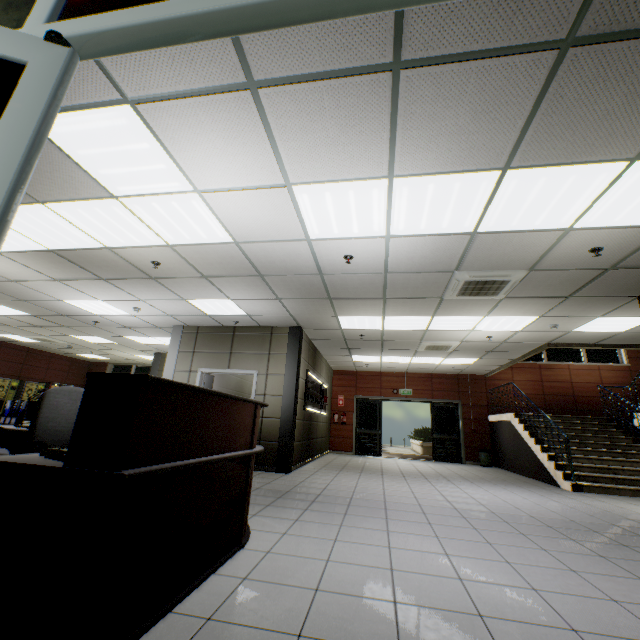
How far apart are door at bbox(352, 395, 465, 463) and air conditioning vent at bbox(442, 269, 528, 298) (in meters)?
8.02

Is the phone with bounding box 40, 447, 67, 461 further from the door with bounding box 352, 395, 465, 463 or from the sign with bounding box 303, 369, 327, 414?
the door with bounding box 352, 395, 465, 463

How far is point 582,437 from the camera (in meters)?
8.64

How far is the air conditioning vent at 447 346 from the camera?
8.34m

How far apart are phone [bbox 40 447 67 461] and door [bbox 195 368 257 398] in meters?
5.7 m

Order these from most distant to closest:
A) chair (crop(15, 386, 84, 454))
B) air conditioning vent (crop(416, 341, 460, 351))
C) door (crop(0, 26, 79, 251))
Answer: air conditioning vent (crop(416, 341, 460, 351))
chair (crop(15, 386, 84, 454))
door (crop(0, 26, 79, 251))

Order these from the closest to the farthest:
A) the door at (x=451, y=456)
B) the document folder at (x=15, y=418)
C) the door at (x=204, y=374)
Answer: the document folder at (x=15, y=418) < the door at (x=204, y=374) < the door at (x=451, y=456)

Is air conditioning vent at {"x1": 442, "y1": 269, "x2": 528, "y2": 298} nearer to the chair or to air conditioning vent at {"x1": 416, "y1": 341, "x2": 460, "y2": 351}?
air conditioning vent at {"x1": 416, "y1": 341, "x2": 460, "y2": 351}
